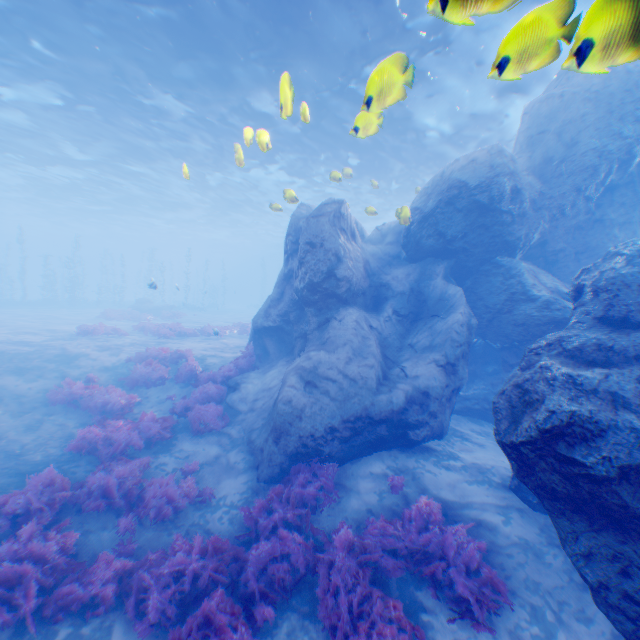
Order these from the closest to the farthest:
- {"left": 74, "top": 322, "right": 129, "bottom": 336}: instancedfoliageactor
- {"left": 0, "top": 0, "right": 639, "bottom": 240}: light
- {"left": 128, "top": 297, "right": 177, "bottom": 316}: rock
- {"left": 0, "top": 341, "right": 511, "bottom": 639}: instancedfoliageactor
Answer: {"left": 0, "top": 0, "right": 639, "bottom": 240}: light, {"left": 0, "top": 341, "right": 511, "bottom": 639}: instancedfoliageactor, {"left": 74, "top": 322, "right": 129, "bottom": 336}: instancedfoliageactor, {"left": 128, "top": 297, "right": 177, "bottom": 316}: rock

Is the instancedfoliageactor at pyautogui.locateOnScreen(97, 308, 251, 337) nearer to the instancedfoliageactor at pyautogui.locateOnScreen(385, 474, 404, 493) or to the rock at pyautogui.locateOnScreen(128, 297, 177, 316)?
the rock at pyautogui.locateOnScreen(128, 297, 177, 316)

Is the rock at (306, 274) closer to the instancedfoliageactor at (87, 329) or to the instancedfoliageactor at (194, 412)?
the instancedfoliageactor at (194, 412)

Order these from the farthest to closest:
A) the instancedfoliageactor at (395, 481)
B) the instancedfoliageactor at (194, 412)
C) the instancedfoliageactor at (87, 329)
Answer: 1. the instancedfoliageactor at (87, 329)
2. the instancedfoliageactor at (395, 481)
3. the instancedfoliageactor at (194, 412)

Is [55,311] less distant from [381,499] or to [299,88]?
[299,88]

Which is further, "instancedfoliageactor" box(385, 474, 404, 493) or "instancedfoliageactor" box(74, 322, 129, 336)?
"instancedfoliageactor" box(74, 322, 129, 336)

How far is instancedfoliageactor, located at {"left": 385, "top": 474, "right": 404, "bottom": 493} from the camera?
7.4m

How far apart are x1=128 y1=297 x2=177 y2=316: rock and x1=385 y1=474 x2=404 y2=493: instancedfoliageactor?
29.6 meters
